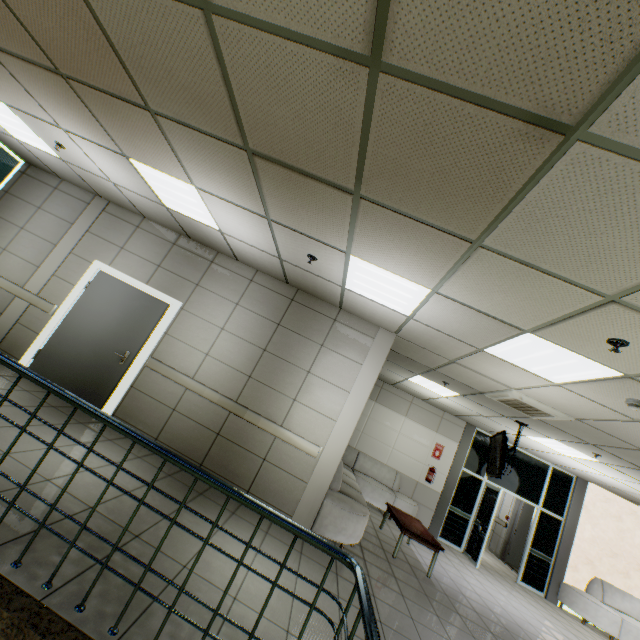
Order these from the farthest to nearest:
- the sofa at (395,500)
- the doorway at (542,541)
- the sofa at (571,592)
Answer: the doorway at (542,541) → the sofa at (571,592) → the sofa at (395,500)

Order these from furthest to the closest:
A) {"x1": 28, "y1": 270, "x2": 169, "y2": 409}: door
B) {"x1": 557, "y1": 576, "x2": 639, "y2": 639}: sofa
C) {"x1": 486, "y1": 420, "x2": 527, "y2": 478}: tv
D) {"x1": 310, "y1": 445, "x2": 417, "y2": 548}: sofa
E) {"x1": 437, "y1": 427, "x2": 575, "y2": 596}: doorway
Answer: {"x1": 437, "y1": 427, "x2": 575, "y2": 596}: doorway
{"x1": 557, "y1": 576, "x2": 639, "y2": 639}: sofa
{"x1": 486, "y1": 420, "x2": 527, "y2": 478}: tv
{"x1": 28, "y1": 270, "x2": 169, "y2": 409}: door
{"x1": 310, "y1": 445, "x2": 417, "y2": 548}: sofa

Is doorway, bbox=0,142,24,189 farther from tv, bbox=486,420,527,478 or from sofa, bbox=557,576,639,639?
sofa, bbox=557,576,639,639

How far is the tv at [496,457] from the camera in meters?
6.0

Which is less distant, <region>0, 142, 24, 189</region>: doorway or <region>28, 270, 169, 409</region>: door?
<region>28, 270, 169, 409</region>: door

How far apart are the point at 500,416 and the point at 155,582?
7.0m

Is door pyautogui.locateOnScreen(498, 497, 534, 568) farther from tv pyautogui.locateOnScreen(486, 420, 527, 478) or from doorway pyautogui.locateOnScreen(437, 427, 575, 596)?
tv pyautogui.locateOnScreen(486, 420, 527, 478)

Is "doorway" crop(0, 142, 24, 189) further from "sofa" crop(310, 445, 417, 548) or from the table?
the table
